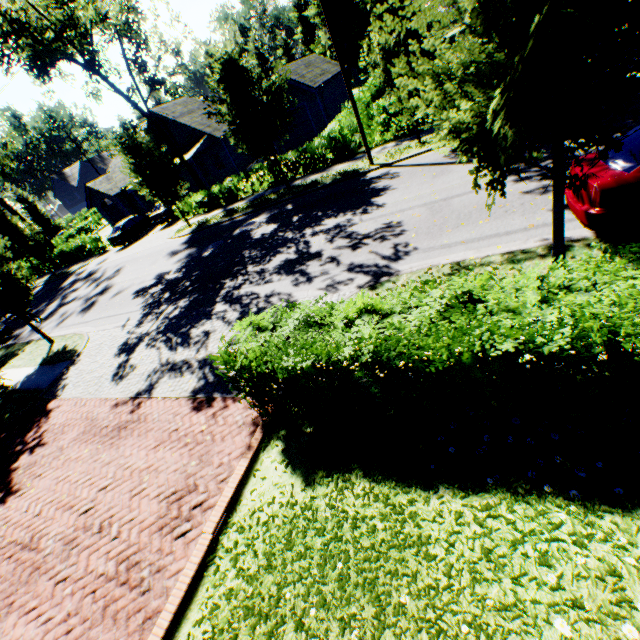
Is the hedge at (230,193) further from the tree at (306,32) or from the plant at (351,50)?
the plant at (351,50)

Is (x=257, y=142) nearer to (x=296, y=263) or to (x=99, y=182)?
(x=296, y=263)

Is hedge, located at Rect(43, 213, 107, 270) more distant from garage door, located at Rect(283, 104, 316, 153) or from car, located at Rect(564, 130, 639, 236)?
car, located at Rect(564, 130, 639, 236)

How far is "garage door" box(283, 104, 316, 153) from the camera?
26.4 meters

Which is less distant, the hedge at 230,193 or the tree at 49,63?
the tree at 49,63

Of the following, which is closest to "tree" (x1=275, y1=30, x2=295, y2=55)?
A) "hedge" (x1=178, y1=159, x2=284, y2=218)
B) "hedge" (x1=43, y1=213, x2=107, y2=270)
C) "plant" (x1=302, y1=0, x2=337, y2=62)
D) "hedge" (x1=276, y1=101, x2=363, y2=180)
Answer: "hedge" (x1=43, y1=213, x2=107, y2=270)

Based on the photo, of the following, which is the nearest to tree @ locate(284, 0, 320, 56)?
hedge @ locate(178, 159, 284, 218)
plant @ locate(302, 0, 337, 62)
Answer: hedge @ locate(178, 159, 284, 218)

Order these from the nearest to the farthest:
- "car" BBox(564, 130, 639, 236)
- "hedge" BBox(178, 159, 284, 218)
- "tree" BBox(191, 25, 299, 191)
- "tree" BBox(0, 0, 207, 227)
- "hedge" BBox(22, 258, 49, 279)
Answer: "car" BBox(564, 130, 639, 236), "tree" BBox(191, 25, 299, 191), "tree" BBox(0, 0, 207, 227), "hedge" BBox(178, 159, 284, 218), "hedge" BBox(22, 258, 49, 279)
